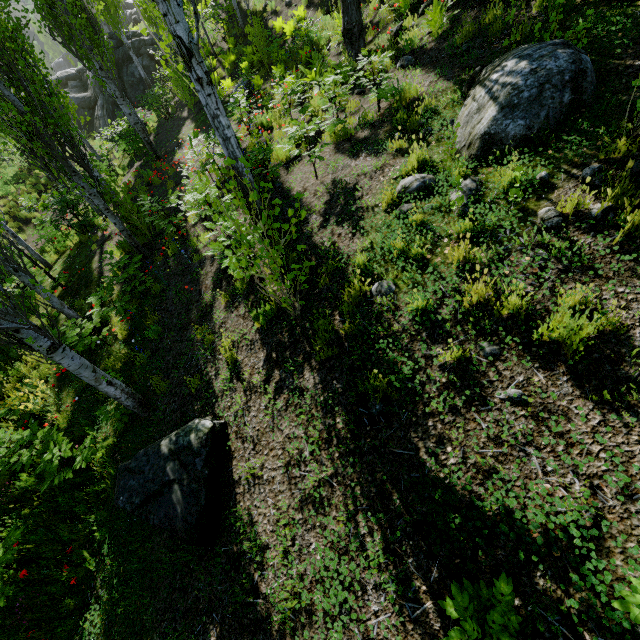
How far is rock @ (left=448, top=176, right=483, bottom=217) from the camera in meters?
4.0 m

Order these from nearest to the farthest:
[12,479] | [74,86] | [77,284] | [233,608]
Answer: [233,608]
[12,479]
[77,284]
[74,86]

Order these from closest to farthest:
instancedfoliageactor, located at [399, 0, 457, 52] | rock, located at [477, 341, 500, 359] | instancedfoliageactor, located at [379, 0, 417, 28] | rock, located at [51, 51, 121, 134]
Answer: rock, located at [477, 341, 500, 359]
instancedfoliageactor, located at [399, 0, 457, 52]
instancedfoliageactor, located at [379, 0, 417, 28]
rock, located at [51, 51, 121, 134]

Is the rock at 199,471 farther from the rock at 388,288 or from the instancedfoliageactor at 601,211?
the rock at 388,288

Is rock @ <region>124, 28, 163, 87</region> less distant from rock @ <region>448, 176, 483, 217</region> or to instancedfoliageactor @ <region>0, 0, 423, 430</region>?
instancedfoliageactor @ <region>0, 0, 423, 430</region>

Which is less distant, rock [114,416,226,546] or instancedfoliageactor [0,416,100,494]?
rock [114,416,226,546]

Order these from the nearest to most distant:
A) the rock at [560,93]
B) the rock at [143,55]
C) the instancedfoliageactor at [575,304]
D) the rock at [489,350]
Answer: the instancedfoliageactor at [575,304] < the rock at [489,350] < the rock at [560,93] < the rock at [143,55]

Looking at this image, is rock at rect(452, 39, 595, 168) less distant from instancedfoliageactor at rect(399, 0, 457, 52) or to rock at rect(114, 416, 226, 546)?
instancedfoliageactor at rect(399, 0, 457, 52)
